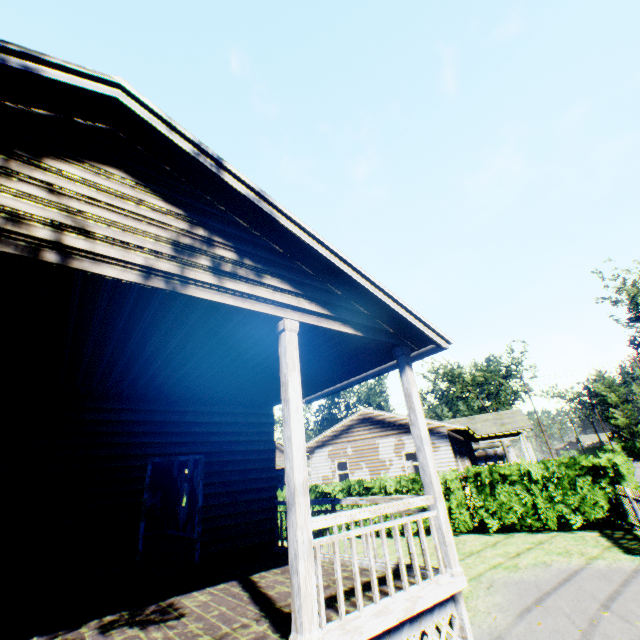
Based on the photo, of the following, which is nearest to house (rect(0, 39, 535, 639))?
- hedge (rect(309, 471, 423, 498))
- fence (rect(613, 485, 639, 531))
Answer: hedge (rect(309, 471, 423, 498))

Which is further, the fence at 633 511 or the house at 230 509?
the fence at 633 511

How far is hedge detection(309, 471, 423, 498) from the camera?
13.5m

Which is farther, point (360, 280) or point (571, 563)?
point (571, 563)

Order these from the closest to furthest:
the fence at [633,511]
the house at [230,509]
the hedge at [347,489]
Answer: the house at [230,509] < the fence at [633,511] < the hedge at [347,489]

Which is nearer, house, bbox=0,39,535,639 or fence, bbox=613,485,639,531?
house, bbox=0,39,535,639

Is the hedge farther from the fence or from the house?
the house

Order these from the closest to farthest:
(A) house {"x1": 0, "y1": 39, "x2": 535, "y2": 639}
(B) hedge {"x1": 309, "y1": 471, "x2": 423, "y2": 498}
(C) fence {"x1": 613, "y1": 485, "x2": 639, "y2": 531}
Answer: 1. (A) house {"x1": 0, "y1": 39, "x2": 535, "y2": 639}
2. (C) fence {"x1": 613, "y1": 485, "x2": 639, "y2": 531}
3. (B) hedge {"x1": 309, "y1": 471, "x2": 423, "y2": 498}
